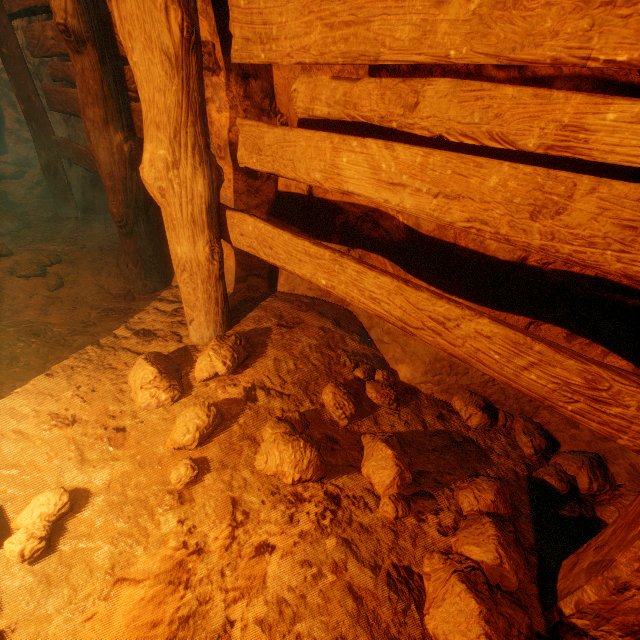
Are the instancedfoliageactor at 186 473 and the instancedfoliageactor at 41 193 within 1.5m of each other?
no

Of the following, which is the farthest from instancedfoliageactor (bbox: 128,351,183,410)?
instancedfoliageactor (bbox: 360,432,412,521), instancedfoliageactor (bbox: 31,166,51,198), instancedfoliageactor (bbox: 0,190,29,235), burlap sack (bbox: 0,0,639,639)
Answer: instancedfoliageactor (bbox: 31,166,51,198)

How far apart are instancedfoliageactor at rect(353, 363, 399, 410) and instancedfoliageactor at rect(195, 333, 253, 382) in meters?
0.8

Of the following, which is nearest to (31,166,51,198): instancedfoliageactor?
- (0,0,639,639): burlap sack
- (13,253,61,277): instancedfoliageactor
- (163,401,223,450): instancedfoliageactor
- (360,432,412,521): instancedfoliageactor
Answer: (0,0,639,639): burlap sack

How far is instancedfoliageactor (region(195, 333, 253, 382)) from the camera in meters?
2.1 m

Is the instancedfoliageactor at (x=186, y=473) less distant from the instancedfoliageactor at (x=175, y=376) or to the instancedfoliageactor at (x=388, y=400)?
the instancedfoliageactor at (x=175, y=376)

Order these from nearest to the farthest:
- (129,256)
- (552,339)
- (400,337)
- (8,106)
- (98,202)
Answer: (552,339) → (400,337) → (129,256) → (98,202) → (8,106)

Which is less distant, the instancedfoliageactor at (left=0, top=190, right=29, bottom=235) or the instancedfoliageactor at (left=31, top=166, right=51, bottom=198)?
the instancedfoliageactor at (left=0, top=190, right=29, bottom=235)
